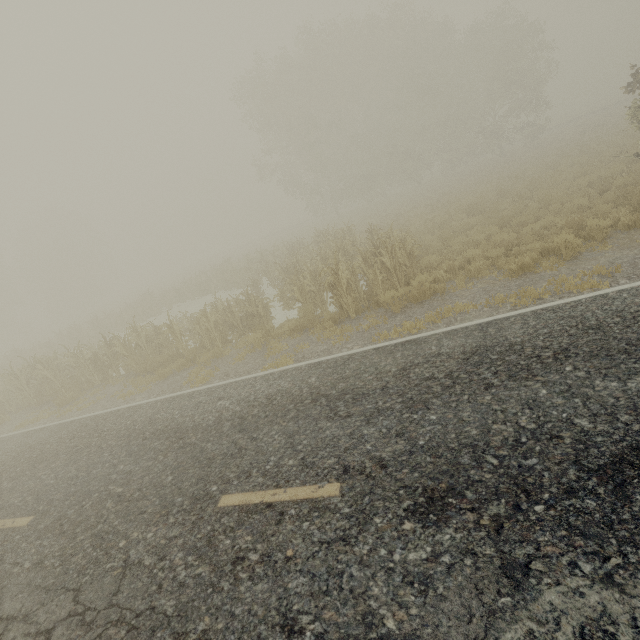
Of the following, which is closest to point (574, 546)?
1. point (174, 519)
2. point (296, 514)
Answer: point (296, 514)
